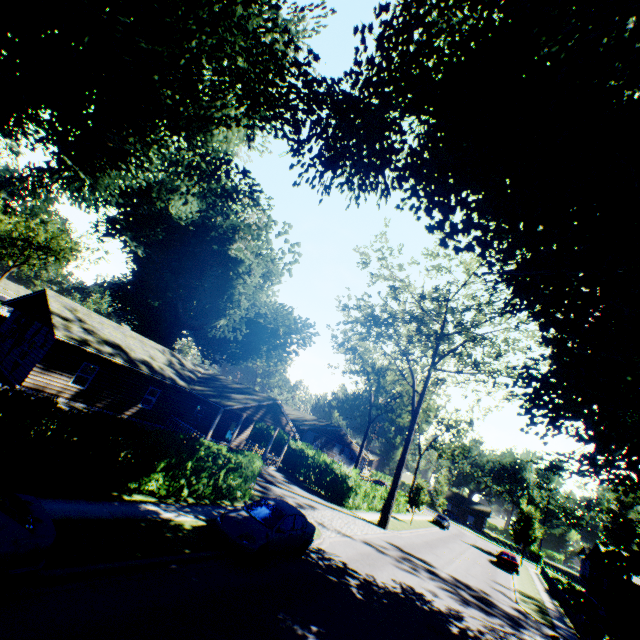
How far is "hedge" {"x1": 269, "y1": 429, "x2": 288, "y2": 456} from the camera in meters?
35.1

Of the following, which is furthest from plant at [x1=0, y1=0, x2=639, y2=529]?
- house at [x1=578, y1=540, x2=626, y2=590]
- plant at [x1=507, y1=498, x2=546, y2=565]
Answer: plant at [x1=507, y1=498, x2=546, y2=565]

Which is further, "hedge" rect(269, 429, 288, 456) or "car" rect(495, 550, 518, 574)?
"hedge" rect(269, 429, 288, 456)

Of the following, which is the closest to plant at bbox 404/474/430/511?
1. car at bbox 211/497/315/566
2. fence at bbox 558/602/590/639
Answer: fence at bbox 558/602/590/639

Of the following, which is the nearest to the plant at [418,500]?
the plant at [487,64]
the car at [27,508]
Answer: the plant at [487,64]

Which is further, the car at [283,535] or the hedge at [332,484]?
the hedge at [332,484]

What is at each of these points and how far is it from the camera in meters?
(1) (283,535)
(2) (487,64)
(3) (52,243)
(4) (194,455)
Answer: (1) car, 11.8 m
(2) plant, 11.6 m
(3) tree, 51.2 m
(4) hedge, 13.4 m
